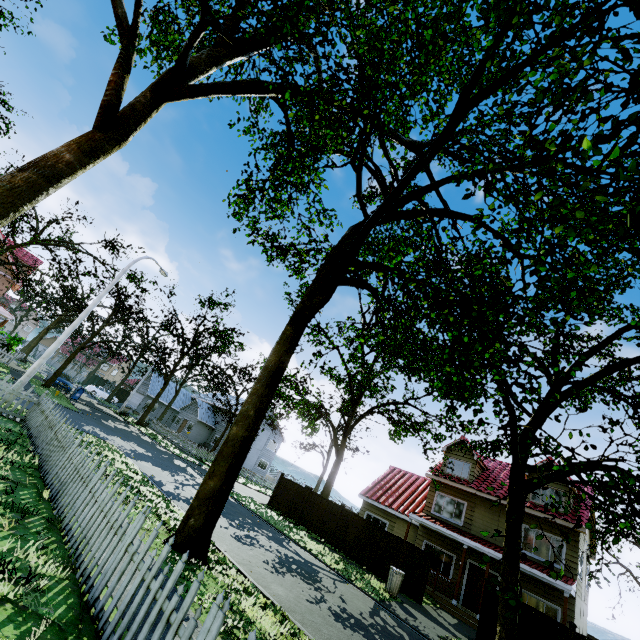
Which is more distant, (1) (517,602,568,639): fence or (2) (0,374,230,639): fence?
(1) (517,602,568,639): fence

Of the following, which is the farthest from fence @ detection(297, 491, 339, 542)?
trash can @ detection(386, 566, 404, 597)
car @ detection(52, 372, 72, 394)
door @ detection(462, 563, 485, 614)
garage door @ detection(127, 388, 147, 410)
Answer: garage door @ detection(127, 388, 147, 410)

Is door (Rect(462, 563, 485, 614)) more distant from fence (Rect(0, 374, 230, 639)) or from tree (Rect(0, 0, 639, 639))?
fence (Rect(0, 374, 230, 639))

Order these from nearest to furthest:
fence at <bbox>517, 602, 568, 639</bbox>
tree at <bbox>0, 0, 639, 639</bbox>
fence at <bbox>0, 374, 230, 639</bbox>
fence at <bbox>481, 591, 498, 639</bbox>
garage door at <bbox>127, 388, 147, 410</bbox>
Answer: fence at <bbox>0, 374, 230, 639</bbox>
tree at <bbox>0, 0, 639, 639</bbox>
fence at <bbox>517, 602, 568, 639</bbox>
fence at <bbox>481, 591, 498, 639</bbox>
garage door at <bbox>127, 388, 147, 410</bbox>

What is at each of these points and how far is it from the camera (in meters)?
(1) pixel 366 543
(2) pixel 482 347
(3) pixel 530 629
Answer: (1) fence, 17.52
(2) tree, 9.33
(3) fence, 12.40

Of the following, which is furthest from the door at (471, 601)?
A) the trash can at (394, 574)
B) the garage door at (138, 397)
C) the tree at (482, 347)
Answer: the garage door at (138, 397)

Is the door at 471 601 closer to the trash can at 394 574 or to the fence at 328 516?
the fence at 328 516

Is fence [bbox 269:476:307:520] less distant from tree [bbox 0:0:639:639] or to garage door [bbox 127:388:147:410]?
tree [bbox 0:0:639:639]
